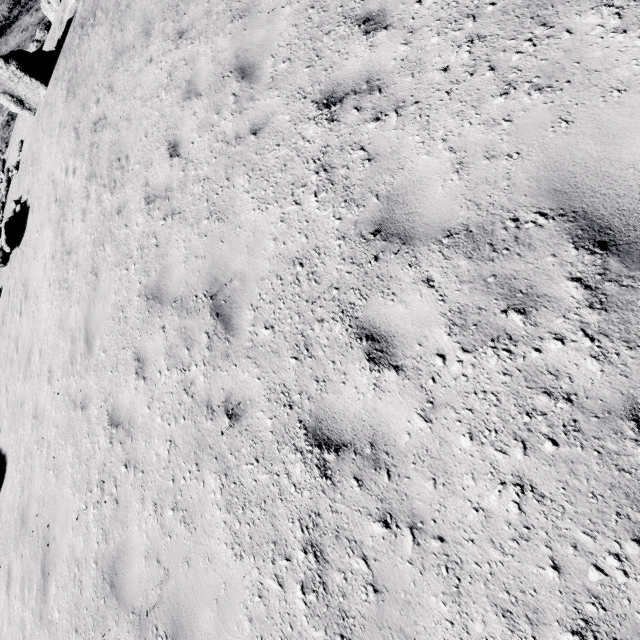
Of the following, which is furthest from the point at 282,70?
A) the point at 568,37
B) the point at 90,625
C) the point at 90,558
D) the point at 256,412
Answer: the point at 90,625
